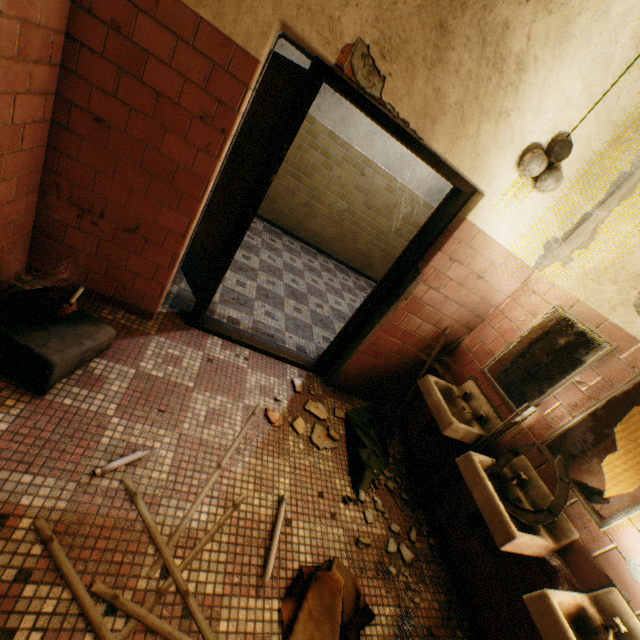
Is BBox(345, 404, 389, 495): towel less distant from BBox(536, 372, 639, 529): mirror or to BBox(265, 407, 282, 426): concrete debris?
BBox(265, 407, 282, 426): concrete debris

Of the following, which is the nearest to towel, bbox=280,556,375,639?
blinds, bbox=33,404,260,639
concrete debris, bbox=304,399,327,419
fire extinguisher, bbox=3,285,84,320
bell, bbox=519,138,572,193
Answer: blinds, bbox=33,404,260,639

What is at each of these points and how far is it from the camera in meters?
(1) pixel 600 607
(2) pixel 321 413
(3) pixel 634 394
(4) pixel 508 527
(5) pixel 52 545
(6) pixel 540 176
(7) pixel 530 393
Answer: (1) sink, 1.6 m
(2) concrete debris, 2.9 m
(3) mirror, 1.9 m
(4) sink, 1.8 m
(5) blinds, 1.4 m
(6) bell, 2.3 m
(7) mirror, 2.4 m

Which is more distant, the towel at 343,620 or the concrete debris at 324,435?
→ the concrete debris at 324,435

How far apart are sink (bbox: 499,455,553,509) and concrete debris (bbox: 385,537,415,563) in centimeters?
46cm

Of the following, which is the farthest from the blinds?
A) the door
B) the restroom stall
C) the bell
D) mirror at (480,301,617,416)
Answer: the bell

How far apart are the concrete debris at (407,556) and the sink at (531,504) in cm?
46

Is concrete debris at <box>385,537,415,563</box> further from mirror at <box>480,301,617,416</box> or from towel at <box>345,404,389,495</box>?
mirror at <box>480,301,617,416</box>
